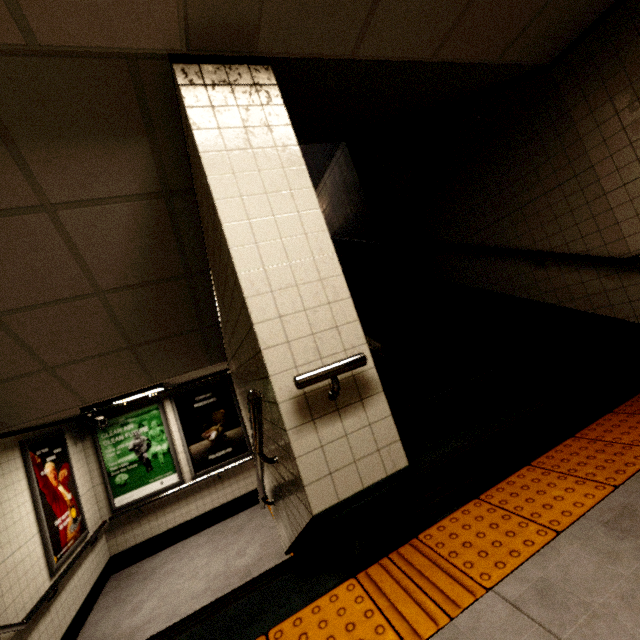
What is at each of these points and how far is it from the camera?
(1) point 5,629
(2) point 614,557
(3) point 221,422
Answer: (1) stairs, 3.1 meters
(2) building, 1.2 meters
(3) sign, 6.9 meters

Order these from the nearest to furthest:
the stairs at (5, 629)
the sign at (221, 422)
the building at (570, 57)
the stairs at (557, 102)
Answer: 1. the building at (570, 57)
2. the stairs at (557, 102)
3. the stairs at (5, 629)
4. the sign at (221, 422)

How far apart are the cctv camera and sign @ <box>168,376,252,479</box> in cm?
112

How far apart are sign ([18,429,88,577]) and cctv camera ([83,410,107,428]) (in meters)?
0.43

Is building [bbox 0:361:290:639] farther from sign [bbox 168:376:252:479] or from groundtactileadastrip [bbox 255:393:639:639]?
groundtactileadastrip [bbox 255:393:639:639]

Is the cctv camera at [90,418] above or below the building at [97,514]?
above

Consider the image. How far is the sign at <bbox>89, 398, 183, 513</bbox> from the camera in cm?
615

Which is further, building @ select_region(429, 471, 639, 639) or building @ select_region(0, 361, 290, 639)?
building @ select_region(0, 361, 290, 639)
